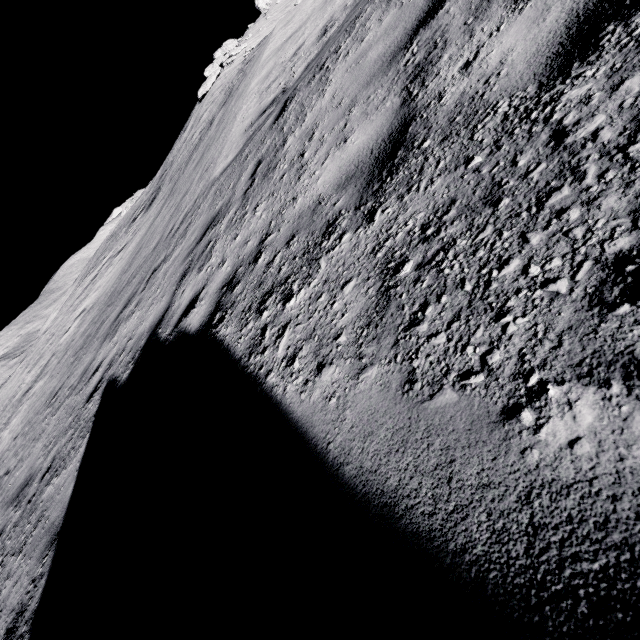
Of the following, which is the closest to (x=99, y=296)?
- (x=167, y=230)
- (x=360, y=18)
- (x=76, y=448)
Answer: (x=167, y=230)
